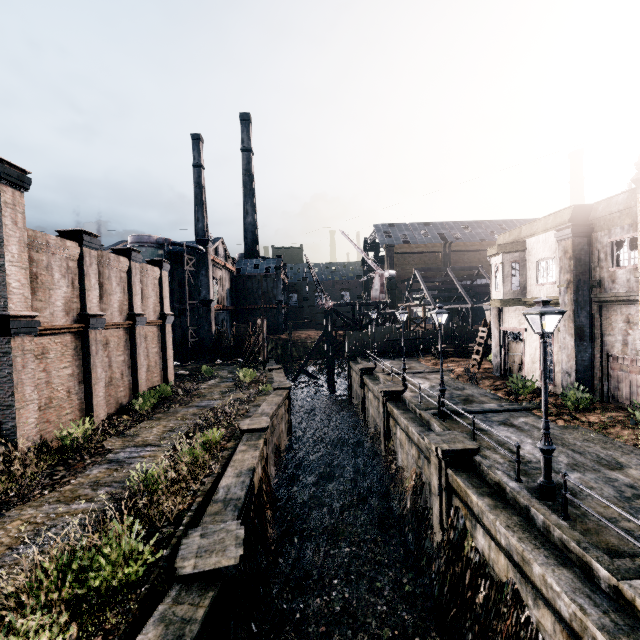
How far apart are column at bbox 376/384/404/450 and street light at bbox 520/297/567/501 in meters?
11.3 m

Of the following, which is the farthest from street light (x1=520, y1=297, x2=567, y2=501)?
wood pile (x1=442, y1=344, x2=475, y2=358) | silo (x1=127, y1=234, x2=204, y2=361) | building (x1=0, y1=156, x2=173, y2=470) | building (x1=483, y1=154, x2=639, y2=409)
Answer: silo (x1=127, y1=234, x2=204, y2=361)

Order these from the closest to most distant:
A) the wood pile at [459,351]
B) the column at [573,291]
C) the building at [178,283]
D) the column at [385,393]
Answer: the column at [573,291] < the column at [385,393] < the wood pile at [459,351] < the building at [178,283]

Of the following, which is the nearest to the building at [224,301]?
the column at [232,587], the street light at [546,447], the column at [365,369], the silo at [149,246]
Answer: the silo at [149,246]

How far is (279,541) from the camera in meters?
14.2 m

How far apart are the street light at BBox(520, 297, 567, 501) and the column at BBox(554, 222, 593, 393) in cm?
1040

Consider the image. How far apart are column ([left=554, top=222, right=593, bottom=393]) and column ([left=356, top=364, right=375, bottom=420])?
14.1 meters

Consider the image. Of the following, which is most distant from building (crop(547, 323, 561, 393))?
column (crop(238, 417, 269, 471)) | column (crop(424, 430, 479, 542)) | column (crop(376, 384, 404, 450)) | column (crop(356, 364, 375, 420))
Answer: column (crop(238, 417, 269, 471))
